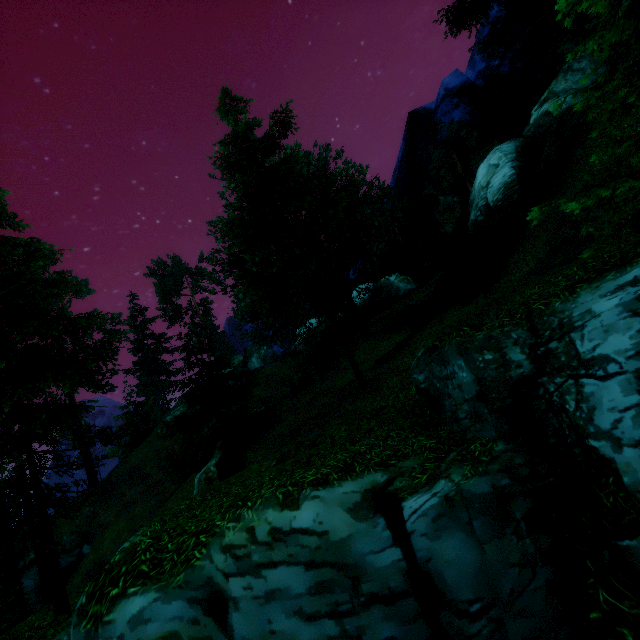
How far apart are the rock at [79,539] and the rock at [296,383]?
27.39m

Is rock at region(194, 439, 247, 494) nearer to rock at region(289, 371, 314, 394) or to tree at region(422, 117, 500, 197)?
tree at region(422, 117, 500, 197)

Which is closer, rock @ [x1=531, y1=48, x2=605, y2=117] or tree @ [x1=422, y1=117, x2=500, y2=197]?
rock @ [x1=531, y1=48, x2=605, y2=117]

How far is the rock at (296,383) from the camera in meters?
22.8 m

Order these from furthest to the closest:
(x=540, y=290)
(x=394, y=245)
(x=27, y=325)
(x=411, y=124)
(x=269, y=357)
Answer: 1. (x=411, y=124)
2. (x=394, y=245)
3. (x=269, y=357)
4. (x=27, y=325)
5. (x=540, y=290)

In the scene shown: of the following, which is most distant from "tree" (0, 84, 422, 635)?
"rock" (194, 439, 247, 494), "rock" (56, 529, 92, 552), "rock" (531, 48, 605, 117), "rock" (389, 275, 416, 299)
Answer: "rock" (56, 529, 92, 552)

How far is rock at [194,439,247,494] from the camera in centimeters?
1123cm

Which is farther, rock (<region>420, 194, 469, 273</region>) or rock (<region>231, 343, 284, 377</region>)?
rock (<region>231, 343, 284, 377</region>)
